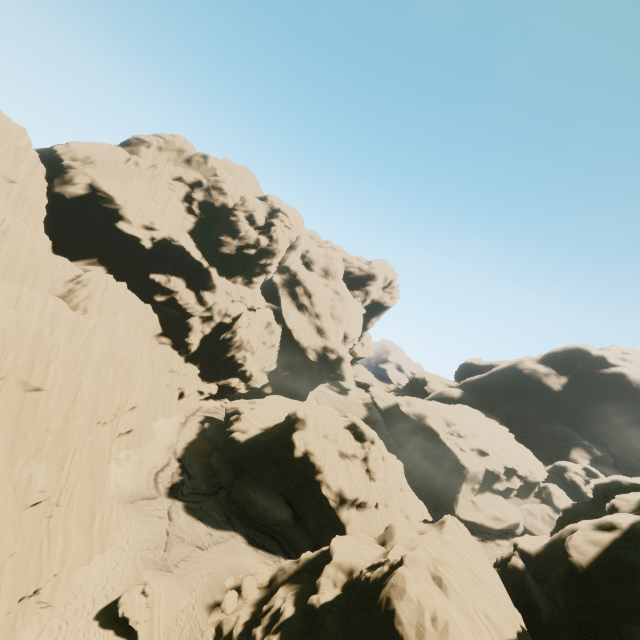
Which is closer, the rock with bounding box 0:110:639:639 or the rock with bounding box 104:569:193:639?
the rock with bounding box 0:110:639:639

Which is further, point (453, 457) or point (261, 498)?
point (453, 457)

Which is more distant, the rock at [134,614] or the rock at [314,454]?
the rock at [134,614]

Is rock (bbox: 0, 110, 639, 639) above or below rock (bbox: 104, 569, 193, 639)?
above

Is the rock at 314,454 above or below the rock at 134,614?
above
